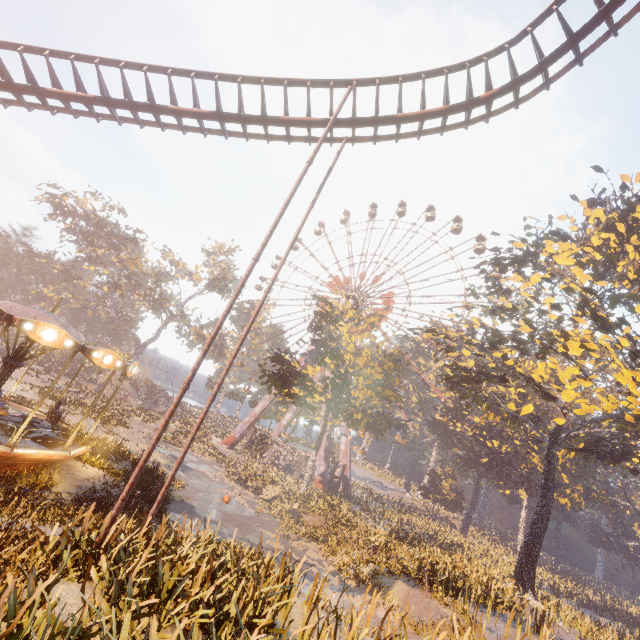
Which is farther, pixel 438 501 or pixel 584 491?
pixel 438 501

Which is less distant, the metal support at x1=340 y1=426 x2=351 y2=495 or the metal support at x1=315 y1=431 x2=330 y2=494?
the metal support at x1=315 y1=431 x2=330 y2=494

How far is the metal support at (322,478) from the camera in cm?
3608

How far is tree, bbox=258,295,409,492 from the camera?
25.9 meters

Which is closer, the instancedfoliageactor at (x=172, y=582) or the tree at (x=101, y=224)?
the instancedfoliageactor at (x=172, y=582)

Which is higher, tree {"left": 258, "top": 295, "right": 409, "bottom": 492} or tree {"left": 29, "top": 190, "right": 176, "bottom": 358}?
tree {"left": 29, "top": 190, "right": 176, "bottom": 358}

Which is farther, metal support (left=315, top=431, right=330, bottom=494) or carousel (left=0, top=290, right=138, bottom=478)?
metal support (left=315, top=431, right=330, bottom=494)

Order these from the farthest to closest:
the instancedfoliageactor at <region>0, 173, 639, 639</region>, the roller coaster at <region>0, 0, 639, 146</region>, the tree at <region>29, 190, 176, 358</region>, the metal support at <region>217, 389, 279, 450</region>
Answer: the tree at <region>29, 190, 176, 358</region> < the metal support at <region>217, 389, 279, 450</region> < the roller coaster at <region>0, 0, 639, 146</region> < the instancedfoliageactor at <region>0, 173, 639, 639</region>
